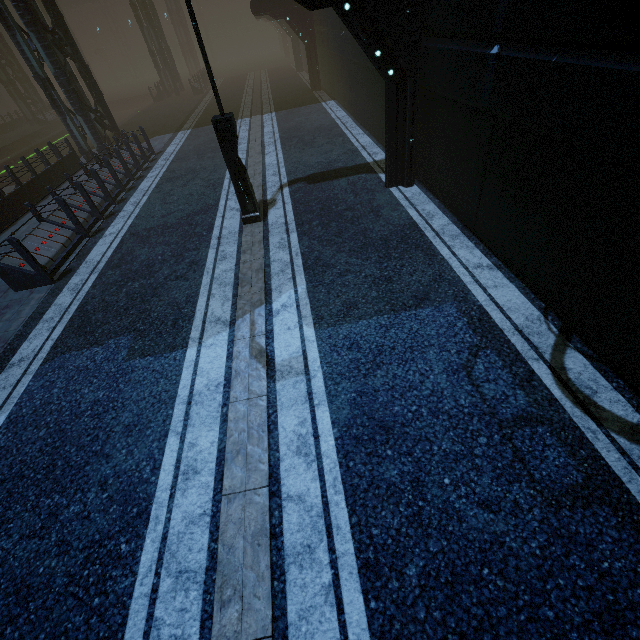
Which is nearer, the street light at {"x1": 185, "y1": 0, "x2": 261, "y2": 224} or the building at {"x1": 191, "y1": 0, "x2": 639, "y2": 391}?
the building at {"x1": 191, "y1": 0, "x2": 639, "y2": 391}

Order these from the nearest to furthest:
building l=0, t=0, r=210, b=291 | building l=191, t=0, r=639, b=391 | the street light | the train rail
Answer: building l=191, t=0, r=639, b=391 < the street light < building l=0, t=0, r=210, b=291 < the train rail

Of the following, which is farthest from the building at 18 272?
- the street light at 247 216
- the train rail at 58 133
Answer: the street light at 247 216

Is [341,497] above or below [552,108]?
below

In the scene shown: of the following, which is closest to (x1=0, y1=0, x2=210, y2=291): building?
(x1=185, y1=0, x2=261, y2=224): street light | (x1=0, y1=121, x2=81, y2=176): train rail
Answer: (x1=0, y1=121, x2=81, y2=176): train rail

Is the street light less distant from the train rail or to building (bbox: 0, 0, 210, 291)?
building (bbox: 0, 0, 210, 291)
